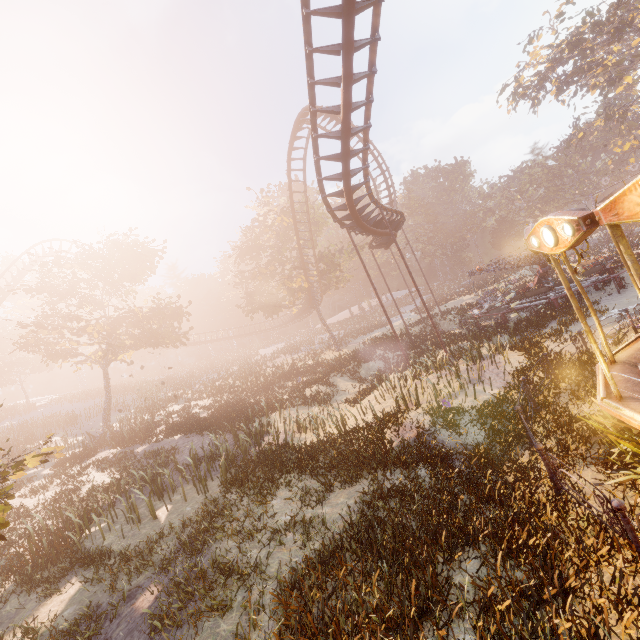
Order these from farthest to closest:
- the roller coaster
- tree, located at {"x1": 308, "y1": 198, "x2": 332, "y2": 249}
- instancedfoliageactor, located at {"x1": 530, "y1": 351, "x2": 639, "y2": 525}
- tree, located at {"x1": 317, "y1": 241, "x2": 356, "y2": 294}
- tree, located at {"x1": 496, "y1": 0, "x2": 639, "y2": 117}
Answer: tree, located at {"x1": 308, "y1": 198, "x2": 332, "y2": 249} → tree, located at {"x1": 317, "y1": 241, "x2": 356, "y2": 294} → tree, located at {"x1": 496, "y1": 0, "x2": 639, "y2": 117} → the roller coaster → instancedfoliageactor, located at {"x1": 530, "y1": 351, "x2": 639, "y2": 525}

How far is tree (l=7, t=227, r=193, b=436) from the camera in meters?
22.1

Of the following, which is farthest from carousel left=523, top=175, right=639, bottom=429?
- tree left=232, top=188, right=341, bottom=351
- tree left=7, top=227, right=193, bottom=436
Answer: tree left=232, top=188, right=341, bottom=351

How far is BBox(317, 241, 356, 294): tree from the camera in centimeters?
3450cm

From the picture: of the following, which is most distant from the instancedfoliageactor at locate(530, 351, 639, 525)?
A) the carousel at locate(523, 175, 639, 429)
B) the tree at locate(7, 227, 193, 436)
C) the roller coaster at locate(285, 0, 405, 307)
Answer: the tree at locate(7, 227, 193, 436)

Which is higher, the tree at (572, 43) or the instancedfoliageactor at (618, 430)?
the tree at (572, 43)

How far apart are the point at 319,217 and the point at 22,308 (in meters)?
51.32

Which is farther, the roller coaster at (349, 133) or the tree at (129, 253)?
the tree at (129, 253)
